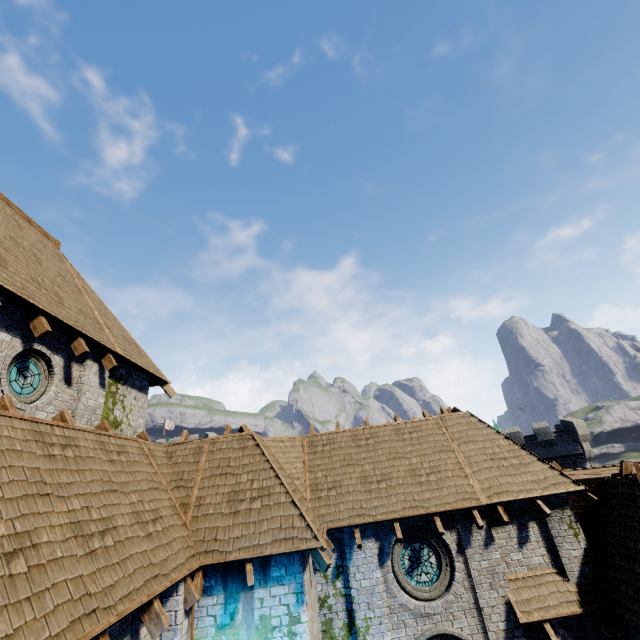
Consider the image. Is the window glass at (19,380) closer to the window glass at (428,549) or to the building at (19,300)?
the building at (19,300)

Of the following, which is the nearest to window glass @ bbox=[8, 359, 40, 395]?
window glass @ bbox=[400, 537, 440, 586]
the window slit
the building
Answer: the building

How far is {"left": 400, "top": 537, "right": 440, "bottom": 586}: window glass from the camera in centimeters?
1034cm

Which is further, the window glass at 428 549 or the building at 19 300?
the window glass at 428 549

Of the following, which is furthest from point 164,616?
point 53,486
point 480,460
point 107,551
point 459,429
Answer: point 459,429

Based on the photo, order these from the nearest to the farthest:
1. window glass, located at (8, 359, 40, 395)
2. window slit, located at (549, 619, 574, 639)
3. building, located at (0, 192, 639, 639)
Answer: building, located at (0, 192, 639, 639) < window glass, located at (8, 359, 40, 395) < window slit, located at (549, 619, 574, 639)

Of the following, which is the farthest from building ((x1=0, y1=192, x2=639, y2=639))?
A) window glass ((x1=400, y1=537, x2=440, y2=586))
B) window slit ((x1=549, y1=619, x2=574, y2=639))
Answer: window glass ((x1=400, y1=537, x2=440, y2=586))

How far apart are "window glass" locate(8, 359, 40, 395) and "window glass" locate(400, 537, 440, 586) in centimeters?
1174cm
